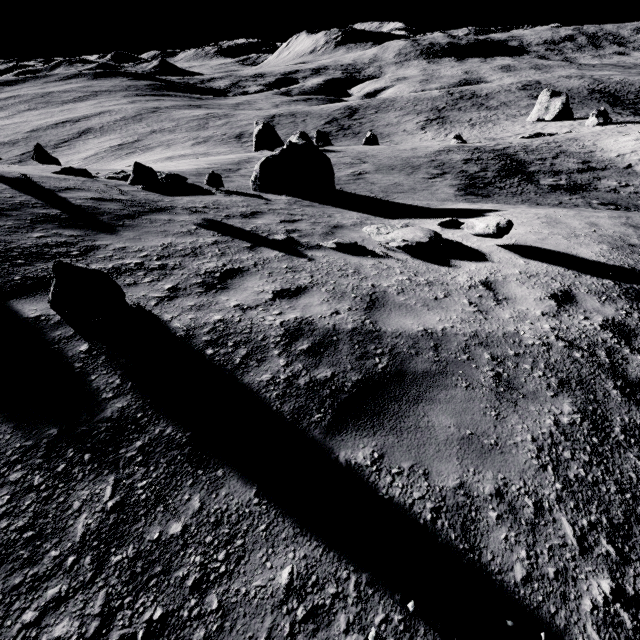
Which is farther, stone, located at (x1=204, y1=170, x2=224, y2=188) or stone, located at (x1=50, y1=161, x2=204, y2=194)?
stone, located at (x1=204, y1=170, x2=224, y2=188)

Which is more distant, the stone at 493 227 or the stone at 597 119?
the stone at 597 119

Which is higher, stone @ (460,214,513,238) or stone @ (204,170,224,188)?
stone @ (460,214,513,238)

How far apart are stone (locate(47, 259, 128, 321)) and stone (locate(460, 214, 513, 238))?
6.20m

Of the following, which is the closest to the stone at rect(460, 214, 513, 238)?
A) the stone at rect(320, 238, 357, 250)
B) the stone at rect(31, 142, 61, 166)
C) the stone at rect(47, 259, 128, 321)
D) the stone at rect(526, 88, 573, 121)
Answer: the stone at rect(320, 238, 357, 250)

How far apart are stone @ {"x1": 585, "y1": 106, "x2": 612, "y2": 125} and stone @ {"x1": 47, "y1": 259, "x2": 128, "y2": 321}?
61.42m

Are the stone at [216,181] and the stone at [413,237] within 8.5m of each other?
yes

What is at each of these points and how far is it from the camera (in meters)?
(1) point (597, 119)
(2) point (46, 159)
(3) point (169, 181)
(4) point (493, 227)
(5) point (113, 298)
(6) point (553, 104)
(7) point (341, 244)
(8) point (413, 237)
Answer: (1) stone, 43.03
(2) stone, 10.27
(3) stone, 9.95
(4) stone, 6.09
(5) stone, 3.27
(6) stone, 53.09
(7) stone, 6.36
(8) stone, 6.75
